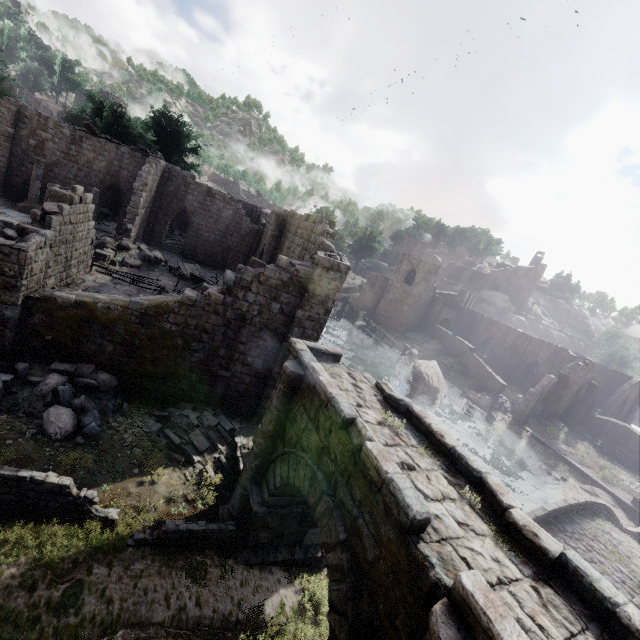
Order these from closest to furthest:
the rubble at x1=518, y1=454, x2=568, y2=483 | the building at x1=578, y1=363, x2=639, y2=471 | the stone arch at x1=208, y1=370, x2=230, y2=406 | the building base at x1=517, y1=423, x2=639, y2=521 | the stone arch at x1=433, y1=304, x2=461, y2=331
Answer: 1. the stone arch at x1=208, y1=370, x2=230, y2=406
2. the building base at x1=517, y1=423, x2=639, y2=521
3. the rubble at x1=518, y1=454, x2=568, y2=483
4. the building at x1=578, y1=363, x2=639, y2=471
5. the stone arch at x1=433, y1=304, x2=461, y2=331

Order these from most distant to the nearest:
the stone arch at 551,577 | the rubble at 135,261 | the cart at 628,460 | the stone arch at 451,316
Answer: the stone arch at 451,316 < the cart at 628,460 < the rubble at 135,261 < the stone arch at 551,577

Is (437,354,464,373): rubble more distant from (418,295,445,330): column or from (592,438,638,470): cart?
(592,438,638,470): cart

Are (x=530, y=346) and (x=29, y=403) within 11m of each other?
no

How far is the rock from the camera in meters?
→ 22.3

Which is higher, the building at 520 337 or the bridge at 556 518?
the building at 520 337

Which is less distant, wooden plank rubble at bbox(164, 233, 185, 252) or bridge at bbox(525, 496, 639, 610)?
bridge at bbox(525, 496, 639, 610)

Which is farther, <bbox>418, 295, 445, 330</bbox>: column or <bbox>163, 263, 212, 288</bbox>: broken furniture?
<bbox>418, 295, 445, 330</bbox>: column
